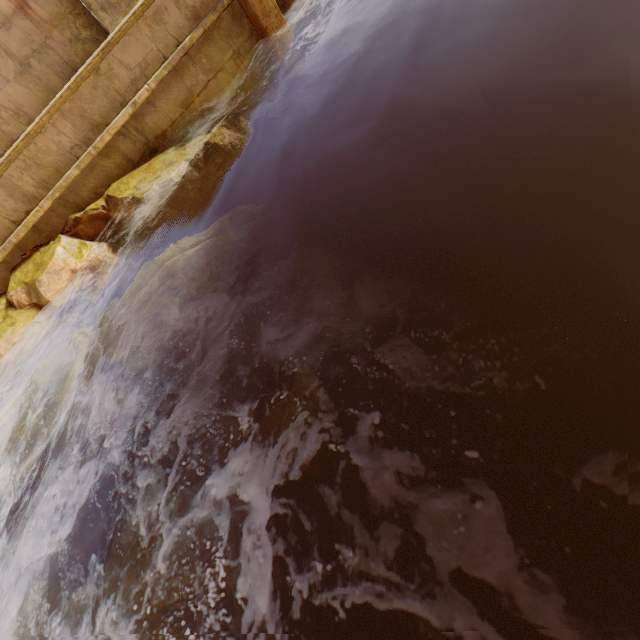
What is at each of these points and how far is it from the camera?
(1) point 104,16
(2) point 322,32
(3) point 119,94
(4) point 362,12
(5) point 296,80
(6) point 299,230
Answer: (1) pillar, 6.2 meters
(2) building, 6.2 meters
(3) building, 5.3 meters
(4) beam, 6.0 meters
(5) beam, 6.0 meters
(6) rock, 3.7 meters

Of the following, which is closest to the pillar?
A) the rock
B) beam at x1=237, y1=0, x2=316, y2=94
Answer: beam at x1=237, y1=0, x2=316, y2=94

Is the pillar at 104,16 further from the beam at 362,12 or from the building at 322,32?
the beam at 362,12

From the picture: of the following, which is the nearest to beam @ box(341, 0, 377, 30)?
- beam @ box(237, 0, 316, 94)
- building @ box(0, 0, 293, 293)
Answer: building @ box(0, 0, 293, 293)

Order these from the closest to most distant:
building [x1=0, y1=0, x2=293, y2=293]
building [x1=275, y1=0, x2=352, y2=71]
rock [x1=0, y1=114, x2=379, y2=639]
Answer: rock [x1=0, y1=114, x2=379, y2=639] < building [x1=0, y1=0, x2=293, y2=293] < building [x1=275, y1=0, x2=352, y2=71]

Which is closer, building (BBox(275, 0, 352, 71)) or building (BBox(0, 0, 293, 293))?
building (BBox(0, 0, 293, 293))

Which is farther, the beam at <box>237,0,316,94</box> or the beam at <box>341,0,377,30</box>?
the beam at <box>341,0,377,30</box>

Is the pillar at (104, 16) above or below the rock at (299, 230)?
above
